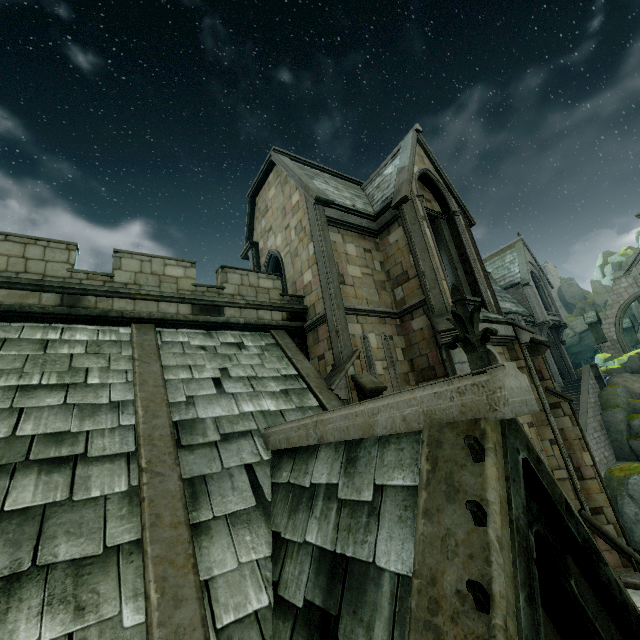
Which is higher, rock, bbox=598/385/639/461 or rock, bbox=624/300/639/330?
rock, bbox=624/300/639/330

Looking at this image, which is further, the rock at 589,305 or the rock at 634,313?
the rock at 634,313

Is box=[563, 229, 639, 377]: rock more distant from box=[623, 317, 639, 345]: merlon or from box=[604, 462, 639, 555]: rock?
box=[623, 317, 639, 345]: merlon

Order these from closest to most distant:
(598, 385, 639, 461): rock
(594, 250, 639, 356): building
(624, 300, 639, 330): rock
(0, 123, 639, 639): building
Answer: (0, 123, 639, 639): building → (598, 385, 639, 461): rock → (594, 250, 639, 356): building → (624, 300, 639, 330): rock

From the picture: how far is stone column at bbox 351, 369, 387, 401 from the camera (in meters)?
8.78

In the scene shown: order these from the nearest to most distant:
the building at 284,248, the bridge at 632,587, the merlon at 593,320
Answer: the building at 284,248 → the bridge at 632,587 → the merlon at 593,320

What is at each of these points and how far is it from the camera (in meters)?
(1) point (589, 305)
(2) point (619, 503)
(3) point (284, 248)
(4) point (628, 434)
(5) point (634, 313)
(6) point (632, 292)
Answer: (1) rock, 55.00
(2) rock, 17.42
(3) building, 13.79
(4) rock, 23.17
(5) rock, 46.00
(6) building, 31.03
